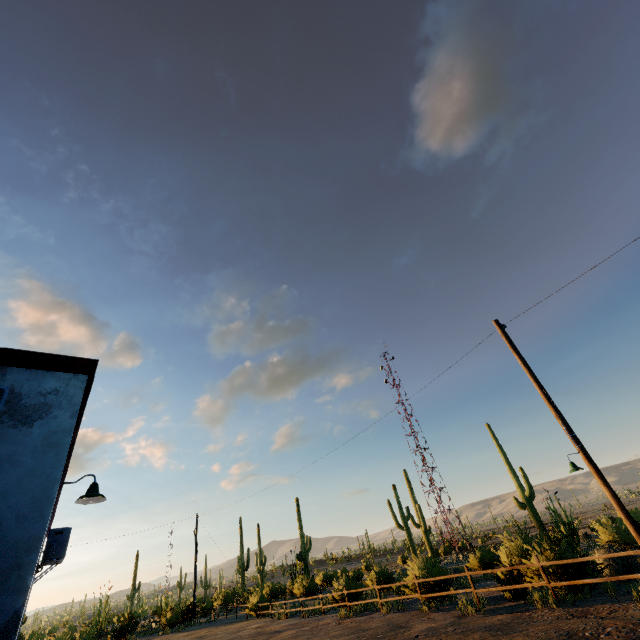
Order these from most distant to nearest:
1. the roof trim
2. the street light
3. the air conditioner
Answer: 1. the air conditioner
2. the street light
3. the roof trim

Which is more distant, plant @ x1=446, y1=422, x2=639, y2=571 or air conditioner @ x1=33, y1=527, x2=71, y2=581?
plant @ x1=446, y1=422, x2=639, y2=571

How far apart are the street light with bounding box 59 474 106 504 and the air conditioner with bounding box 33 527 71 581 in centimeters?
198cm

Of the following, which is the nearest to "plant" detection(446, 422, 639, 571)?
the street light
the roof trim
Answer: the street light

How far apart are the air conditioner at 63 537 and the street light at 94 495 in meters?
2.0 m

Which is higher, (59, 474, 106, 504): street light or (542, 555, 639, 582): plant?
(59, 474, 106, 504): street light

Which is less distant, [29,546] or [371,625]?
[29,546]

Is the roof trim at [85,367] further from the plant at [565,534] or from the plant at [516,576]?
the plant at [565,534]
